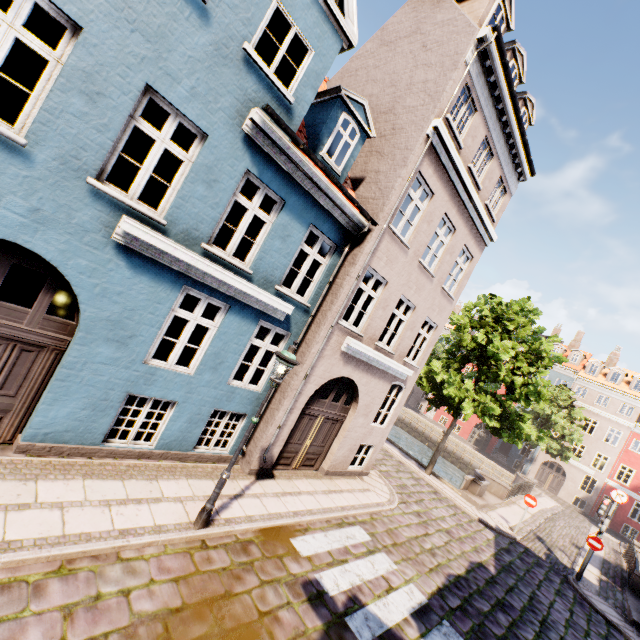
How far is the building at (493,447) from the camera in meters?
38.7 m

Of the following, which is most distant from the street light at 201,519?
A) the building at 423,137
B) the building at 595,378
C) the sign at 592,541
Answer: the building at 595,378

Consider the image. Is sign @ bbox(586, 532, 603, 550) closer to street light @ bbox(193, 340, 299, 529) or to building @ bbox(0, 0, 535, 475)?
→ building @ bbox(0, 0, 535, 475)

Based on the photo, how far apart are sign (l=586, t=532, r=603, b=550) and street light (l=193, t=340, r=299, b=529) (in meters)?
16.20

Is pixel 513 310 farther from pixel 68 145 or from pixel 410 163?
pixel 68 145

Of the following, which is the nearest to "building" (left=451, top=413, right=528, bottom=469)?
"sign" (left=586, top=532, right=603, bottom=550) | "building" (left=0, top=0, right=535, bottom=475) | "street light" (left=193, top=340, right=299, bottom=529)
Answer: "sign" (left=586, top=532, right=603, bottom=550)

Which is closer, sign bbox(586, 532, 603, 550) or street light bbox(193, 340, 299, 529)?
street light bbox(193, 340, 299, 529)
